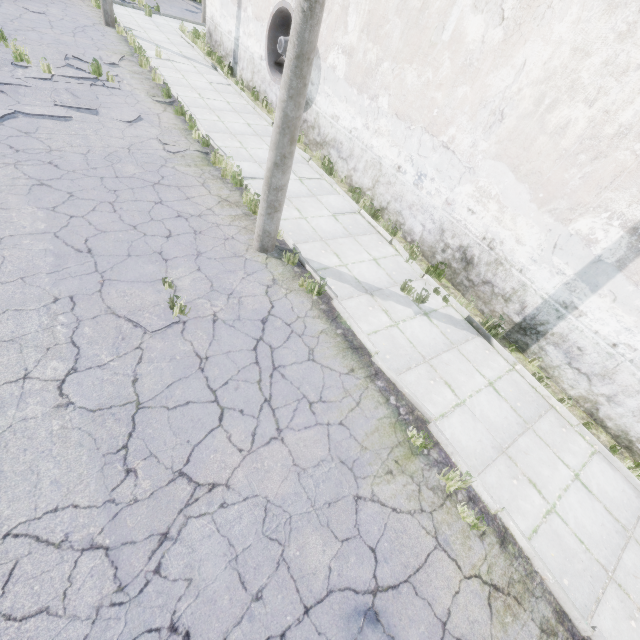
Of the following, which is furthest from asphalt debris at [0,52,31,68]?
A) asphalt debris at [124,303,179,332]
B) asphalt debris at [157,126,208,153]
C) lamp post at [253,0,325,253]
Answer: asphalt debris at [124,303,179,332]

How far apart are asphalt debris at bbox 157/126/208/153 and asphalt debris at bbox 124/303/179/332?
5.8 meters

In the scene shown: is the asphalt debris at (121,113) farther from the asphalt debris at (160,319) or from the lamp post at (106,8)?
the asphalt debris at (160,319)

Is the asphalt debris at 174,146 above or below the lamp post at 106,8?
below

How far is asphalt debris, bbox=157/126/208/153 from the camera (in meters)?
9.13

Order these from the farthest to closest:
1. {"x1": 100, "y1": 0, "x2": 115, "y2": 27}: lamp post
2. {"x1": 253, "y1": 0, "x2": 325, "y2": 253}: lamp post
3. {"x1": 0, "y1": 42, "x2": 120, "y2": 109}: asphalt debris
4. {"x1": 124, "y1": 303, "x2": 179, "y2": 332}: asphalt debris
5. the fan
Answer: {"x1": 100, "y1": 0, "x2": 115, "y2": 27}: lamp post, the fan, {"x1": 0, "y1": 42, "x2": 120, "y2": 109}: asphalt debris, {"x1": 124, "y1": 303, "x2": 179, "y2": 332}: asphalt debris, {"x1": 253, "y1": 0, "x2": 325, "y2": 253}: lamp post

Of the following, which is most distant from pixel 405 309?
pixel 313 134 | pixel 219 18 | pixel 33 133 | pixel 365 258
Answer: pixel 219 18

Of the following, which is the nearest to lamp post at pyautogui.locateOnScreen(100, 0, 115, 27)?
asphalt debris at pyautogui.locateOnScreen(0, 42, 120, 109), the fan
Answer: asphalt debris at pyautogui.locateOnScreen(0, 42, 120, 109)
